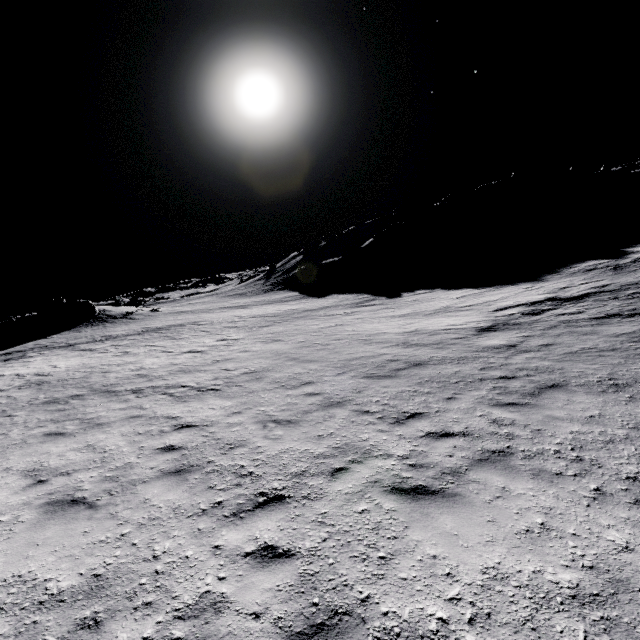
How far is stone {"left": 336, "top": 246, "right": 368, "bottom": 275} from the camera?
57.2m

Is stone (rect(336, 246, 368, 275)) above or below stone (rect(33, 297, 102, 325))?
below

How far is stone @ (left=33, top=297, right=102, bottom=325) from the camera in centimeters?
4019cm

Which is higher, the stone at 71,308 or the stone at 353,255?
the stone at 71,308

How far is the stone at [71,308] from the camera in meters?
40.2

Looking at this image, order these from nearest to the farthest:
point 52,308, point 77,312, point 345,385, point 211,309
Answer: point 345,385, point 52,308, point 77,312, point 211,309

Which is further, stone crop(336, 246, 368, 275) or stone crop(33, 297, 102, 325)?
stone crop(336, 246, 368, 275)
